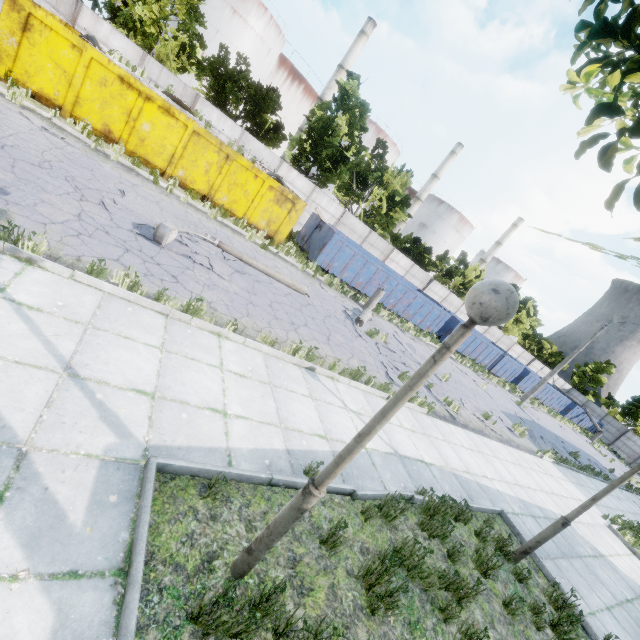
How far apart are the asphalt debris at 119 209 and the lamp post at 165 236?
0.0 meters

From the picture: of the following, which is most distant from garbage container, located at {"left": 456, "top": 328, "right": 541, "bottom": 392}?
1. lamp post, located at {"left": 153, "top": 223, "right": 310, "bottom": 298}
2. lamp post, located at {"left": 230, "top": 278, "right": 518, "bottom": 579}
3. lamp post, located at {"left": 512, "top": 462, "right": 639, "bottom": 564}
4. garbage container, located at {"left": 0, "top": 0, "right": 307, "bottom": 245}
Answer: lamp post, located at {"left": 230, "top": 278, "right": 518, "bottom": 579}

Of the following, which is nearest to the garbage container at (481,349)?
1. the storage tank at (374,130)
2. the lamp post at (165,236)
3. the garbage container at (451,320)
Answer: the garbage container at (451,320)

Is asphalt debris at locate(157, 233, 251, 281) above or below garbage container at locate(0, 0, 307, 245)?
below

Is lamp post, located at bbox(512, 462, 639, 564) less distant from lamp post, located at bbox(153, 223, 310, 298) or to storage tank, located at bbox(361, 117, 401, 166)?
lamp post, located at bbox(153, 223, 310, 298)

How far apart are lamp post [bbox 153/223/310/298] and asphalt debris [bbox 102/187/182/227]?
0.01m

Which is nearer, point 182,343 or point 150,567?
point 150,567

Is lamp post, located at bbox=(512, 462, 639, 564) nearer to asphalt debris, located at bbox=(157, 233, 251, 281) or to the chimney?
asphalt debris, located at bbox=(157, 233, 251, 281)
